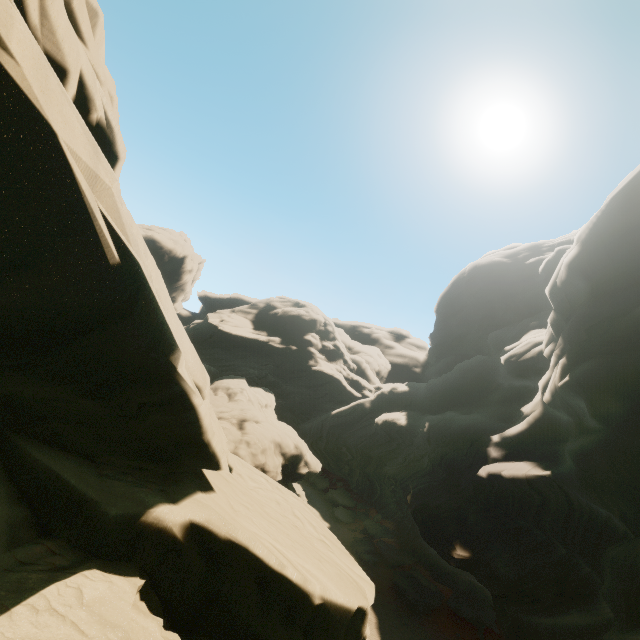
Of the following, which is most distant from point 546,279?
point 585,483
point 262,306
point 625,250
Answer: point 262,306

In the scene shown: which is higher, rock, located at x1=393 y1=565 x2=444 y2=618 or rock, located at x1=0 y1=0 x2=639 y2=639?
rock, located at x1=0 y1=0 x2=639 y2=639

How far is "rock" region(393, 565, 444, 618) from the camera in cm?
2506

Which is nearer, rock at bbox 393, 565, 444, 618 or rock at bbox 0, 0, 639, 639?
rock at bbox 0, 0, 639, 639

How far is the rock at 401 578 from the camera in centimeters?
2506cm

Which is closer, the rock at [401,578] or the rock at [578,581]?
the rock at [578,581]
